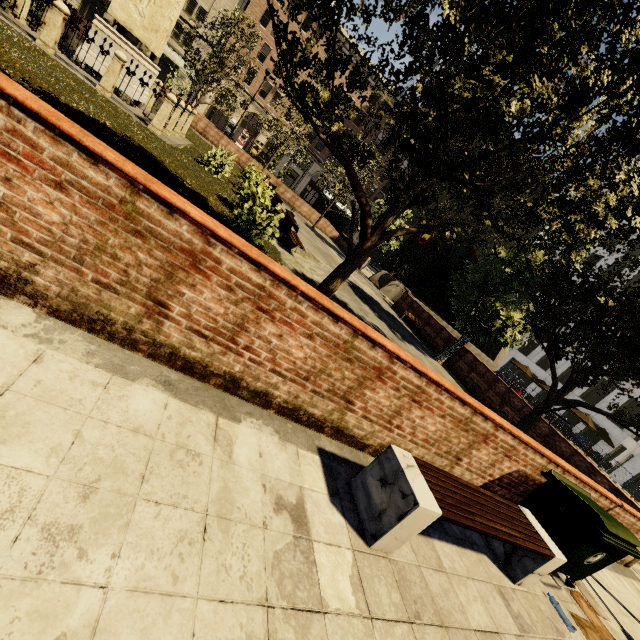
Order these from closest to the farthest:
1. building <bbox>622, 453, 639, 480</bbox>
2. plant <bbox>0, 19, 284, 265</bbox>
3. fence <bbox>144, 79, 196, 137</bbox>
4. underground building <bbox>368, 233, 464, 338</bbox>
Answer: plant <bbox>0, 19, 284, 265</bbox> < fence <bbox>144, 79, 196, 137</bbox> < underground building <bbox>368, 233, 464, 338</bbox> < building <bbox>622, 453, 639, 480</bbox>

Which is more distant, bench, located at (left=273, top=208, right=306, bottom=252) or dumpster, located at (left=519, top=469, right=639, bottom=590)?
bench, located at (left=273, top=208, right=306, bottom=252)

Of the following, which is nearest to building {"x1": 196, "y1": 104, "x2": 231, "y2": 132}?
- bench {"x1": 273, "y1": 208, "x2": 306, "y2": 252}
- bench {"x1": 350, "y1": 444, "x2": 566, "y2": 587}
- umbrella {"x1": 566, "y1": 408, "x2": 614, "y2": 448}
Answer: umbrella {"x1": 566, "y1": 408, "x2": 614, "y2": 448}

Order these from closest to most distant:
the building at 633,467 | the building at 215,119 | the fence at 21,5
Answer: the fence at 21,5 → the building at 633,467 → the building at 215,119

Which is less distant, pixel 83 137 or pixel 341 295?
pixel 83 137

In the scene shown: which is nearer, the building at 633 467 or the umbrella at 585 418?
the umbrella at 585 418

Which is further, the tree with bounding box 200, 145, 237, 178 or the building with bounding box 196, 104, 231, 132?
the building with bounding box 196, 104, 231, 132

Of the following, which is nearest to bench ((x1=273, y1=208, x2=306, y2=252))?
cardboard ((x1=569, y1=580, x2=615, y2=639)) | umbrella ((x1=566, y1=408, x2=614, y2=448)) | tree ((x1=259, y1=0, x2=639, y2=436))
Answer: tree ((x1=259, y1=0, x2=639, y2=436))
